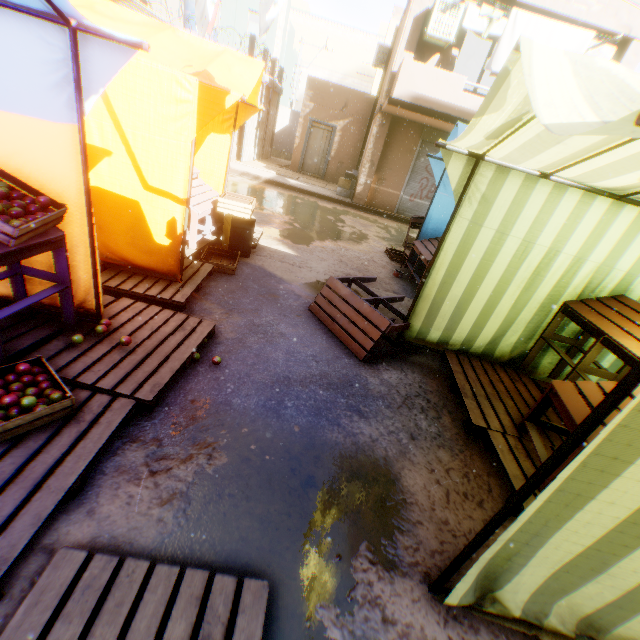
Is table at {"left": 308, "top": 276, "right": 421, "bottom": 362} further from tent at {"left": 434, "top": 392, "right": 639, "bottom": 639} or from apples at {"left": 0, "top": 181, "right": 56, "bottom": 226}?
apples at {"left": 0, "top": 181, "right": 56, "bottom": 226}

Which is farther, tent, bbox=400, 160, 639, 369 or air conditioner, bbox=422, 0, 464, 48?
air conditioner, bbox=422, 0, 464, 48

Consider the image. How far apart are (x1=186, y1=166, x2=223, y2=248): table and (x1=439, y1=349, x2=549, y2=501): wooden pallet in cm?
381

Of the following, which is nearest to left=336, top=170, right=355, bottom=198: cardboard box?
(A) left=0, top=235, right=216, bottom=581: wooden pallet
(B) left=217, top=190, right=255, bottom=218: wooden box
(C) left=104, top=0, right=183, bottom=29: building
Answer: (C) left=104, top=0, right=183, bottom=29: building

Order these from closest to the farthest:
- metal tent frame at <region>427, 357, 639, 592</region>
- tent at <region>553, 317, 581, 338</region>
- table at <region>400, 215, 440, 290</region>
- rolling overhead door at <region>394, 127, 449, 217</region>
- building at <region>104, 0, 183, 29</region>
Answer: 1. metal tent frame at <region>427, 357, 639, 592</region>
2. tent at <region>553, 317, 581, 338</region>
3. table at <region>400, 215, 440, 290</region>
4. building at <region>104, 0, 183, 29</region>
5. rolling overhead door at <region>394, 127, 449, 217</region>

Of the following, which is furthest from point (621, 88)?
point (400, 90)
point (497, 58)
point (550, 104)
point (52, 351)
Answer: point (497, 58)

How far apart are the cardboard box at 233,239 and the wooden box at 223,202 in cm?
2

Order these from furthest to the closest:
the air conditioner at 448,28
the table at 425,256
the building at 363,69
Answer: the building at 363,69 → the air conditioner at 448,28 → the table at 425,256
